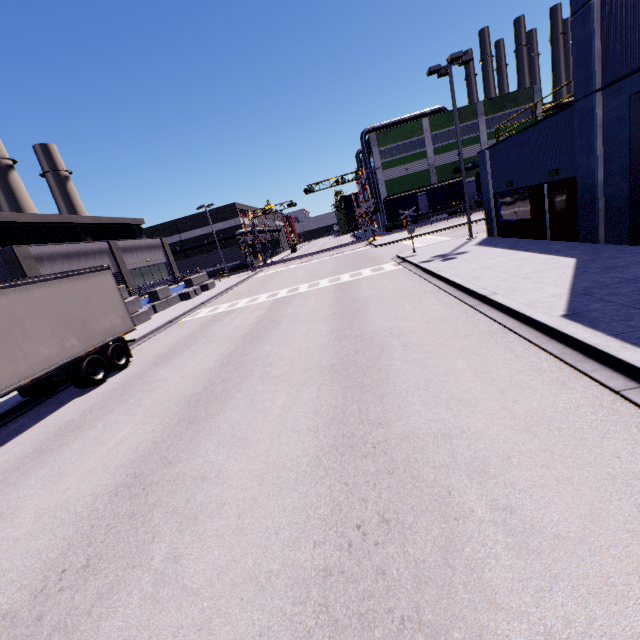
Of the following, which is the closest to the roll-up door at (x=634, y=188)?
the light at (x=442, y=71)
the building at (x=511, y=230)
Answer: the building at (x=511, y=230)

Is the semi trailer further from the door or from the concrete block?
the door

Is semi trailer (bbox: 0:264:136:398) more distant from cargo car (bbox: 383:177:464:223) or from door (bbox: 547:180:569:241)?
cargo car (bbox: 383:177:464:223)

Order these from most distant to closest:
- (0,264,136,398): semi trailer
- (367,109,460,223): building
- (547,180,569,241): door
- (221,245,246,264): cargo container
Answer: (221,245,246,264): cargo container, (367,109,460,223): building, (547,180,569,241): door, (0,264,136,398): semi trailer

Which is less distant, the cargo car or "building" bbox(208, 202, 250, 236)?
the cargo car

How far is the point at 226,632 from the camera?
2.9m

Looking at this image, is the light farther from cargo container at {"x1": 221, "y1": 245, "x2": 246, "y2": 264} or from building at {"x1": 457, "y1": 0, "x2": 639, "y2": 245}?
cargo container at {"x1": 221, "y1": 245, "x2": 246, "y2": 264}

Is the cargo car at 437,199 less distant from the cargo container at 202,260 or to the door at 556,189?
the cargo container at 202,260
